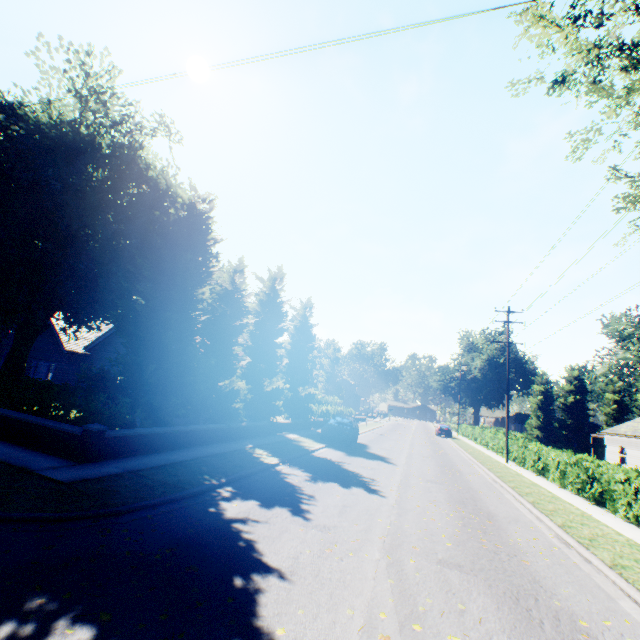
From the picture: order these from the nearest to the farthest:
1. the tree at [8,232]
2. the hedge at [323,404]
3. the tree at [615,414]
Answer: the tree at [8,232], the hedge at [323,404], the tree at [615,414]

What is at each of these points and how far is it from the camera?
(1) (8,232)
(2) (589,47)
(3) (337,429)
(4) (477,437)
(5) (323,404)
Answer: (1) tree, 12.3 meters
(2) tree, 11.2 meters
(3) car, 19.7 meters
(4) hedge, 38.1 meters
(5) hedge, 41.2 meters

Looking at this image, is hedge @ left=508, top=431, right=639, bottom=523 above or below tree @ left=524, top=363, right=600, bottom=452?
below

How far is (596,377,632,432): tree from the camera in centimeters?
4809cm

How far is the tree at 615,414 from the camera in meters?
48.1

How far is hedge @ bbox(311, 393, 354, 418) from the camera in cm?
3109

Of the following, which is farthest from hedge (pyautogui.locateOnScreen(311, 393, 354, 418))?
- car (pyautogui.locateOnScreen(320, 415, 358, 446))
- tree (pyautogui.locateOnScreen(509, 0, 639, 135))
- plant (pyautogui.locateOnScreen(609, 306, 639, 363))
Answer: car (pyautogui.locateOnScreen(320, 415, 358, 446))
